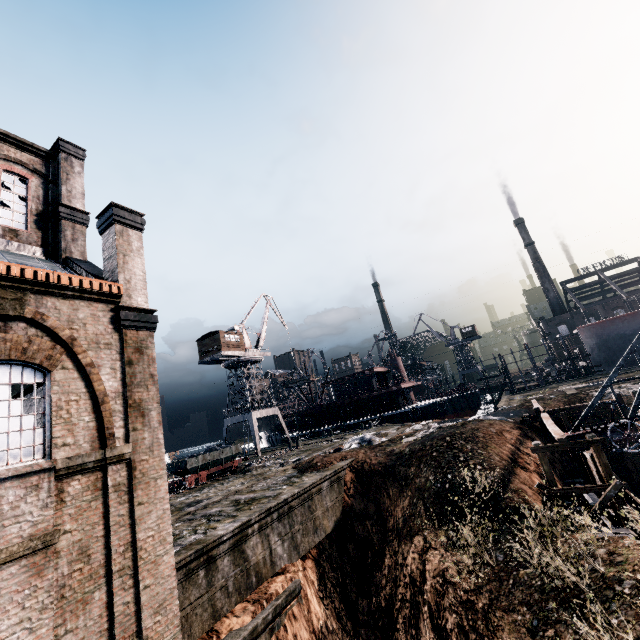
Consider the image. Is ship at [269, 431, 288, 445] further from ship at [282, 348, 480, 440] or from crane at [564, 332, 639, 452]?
crane at [564, 332, 639, 452]

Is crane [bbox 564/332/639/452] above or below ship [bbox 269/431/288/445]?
below

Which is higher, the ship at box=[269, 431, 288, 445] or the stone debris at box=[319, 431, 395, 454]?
the ship at box=[269, 431, 288, 445]

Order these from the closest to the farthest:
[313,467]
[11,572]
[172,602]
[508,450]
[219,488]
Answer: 1. [11,572]
2. [172,602]
3. [508,450]
4. [313,467]
5. [219,488]

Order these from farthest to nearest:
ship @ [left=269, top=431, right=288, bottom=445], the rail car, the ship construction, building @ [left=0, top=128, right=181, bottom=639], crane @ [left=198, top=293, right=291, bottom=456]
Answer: ship @ [left=269, top=431, right=288, bottom=445] < crane @ [left=198, top=293, right=291, bottom=456] < the ship construction < the rail car < building @ [left=0, top=128, right=181, bottom=639]

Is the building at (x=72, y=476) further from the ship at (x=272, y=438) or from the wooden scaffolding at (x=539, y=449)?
the ship at (x=272, y=438)

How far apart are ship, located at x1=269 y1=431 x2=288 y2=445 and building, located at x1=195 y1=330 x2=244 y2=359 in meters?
19.0

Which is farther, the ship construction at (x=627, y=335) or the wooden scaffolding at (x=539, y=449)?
the ship construction at (x=627, y=335)
